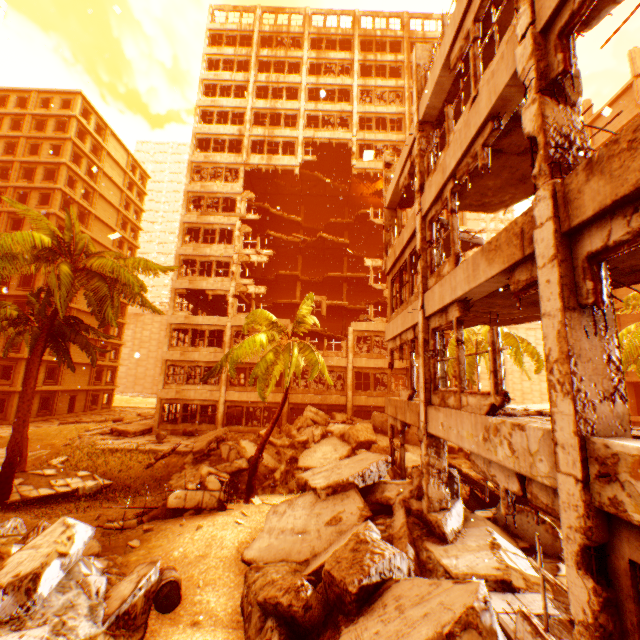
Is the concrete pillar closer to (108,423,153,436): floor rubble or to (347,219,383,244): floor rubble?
(347,219,383,244): floor rubble

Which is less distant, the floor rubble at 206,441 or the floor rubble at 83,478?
the floor rubble at 83,478

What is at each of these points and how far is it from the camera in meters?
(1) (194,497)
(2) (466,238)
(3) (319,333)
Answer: (1) floor rubble, 11.0
(2) floor rubble, 11.3
(3) floor rubble, 29.1

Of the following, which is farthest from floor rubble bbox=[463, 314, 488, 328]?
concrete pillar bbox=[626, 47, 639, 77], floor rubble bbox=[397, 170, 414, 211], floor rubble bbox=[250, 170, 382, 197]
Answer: concrete pillar bbox=[626, 47, 639, 77]

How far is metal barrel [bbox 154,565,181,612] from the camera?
6.3m

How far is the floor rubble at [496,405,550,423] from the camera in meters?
5.7 m

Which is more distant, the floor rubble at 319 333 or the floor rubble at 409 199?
the floor rubble at 319 333

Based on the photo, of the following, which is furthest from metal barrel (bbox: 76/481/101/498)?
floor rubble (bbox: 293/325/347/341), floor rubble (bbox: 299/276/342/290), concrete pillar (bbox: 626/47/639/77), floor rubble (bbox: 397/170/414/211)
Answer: concrete pillar (bbox: 626/47/639/77)
